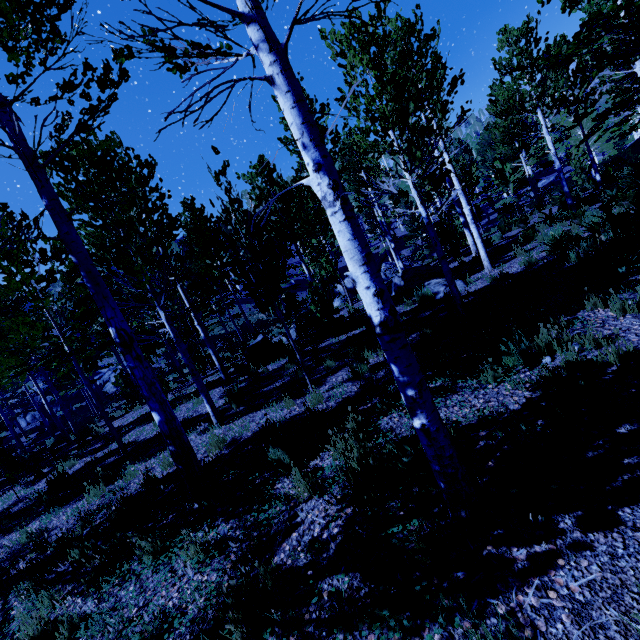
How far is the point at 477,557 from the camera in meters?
2.5

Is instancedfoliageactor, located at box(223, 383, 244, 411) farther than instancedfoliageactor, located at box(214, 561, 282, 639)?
Yes

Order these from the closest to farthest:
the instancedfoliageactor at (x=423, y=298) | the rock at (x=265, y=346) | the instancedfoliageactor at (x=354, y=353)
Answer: the instancedfoliageactor at (x=354, y=353) → the instancedfoliageactor at (x=423, y=298) → the rock at (x=265, y=346)

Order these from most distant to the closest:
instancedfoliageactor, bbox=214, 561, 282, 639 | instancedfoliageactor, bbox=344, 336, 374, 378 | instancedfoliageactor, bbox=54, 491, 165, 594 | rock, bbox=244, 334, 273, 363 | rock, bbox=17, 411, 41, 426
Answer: rock, bbox=17, 411, 41, 426 → rock, bbox=244, 334, 273, 363 → instancedfoliageactor, bbox=344, 336, 374, 378 → instancedfoliageactor, bbox=54, 491, 165, 594 → instancedfoliageactor, bbox=214, 561, 282, 639

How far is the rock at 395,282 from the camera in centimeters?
1000cm

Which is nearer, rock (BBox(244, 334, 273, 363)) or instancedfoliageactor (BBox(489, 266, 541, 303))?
instancedfoliageactor (BBox(489, 266, 541, 303))

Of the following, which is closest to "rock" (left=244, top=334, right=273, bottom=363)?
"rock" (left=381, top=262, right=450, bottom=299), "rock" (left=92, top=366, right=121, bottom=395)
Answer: "rock" (left=381, top=262, right=450, bottom=299)

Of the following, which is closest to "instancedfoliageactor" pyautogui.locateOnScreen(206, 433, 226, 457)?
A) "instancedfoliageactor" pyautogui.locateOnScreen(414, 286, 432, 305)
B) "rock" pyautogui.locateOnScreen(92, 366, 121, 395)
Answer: "rock" pyautogui.locateOnScreen(92, 366, 121, 395)
